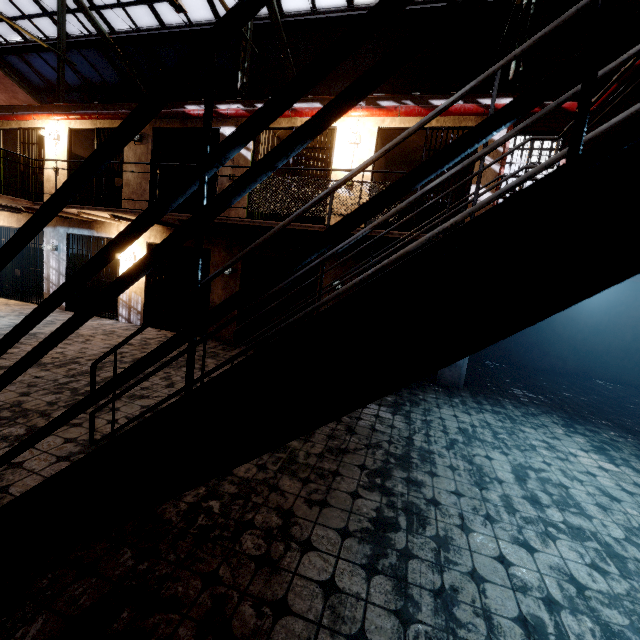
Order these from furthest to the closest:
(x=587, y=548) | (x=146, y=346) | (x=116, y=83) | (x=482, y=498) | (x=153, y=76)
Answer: (x=116, y=83) < (x=153, y=76) < (x=146, y=346) < (x=482, y=498) < (x=587, y=548)

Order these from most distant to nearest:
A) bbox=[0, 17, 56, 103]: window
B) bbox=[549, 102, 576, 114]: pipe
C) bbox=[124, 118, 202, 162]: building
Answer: bbox=[0, 17, 56, 103]: window → bbox=[124, 118, 202, 162]: building → bbox=[549, 102, 576, 114]: pipe

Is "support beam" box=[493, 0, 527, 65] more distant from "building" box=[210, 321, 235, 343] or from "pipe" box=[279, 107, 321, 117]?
"building" box=[210, 321, 235, 343]

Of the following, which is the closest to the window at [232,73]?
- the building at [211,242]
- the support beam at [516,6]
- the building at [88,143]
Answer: the support beam at [516,6]

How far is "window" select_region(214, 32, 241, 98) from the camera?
→ 10.16m

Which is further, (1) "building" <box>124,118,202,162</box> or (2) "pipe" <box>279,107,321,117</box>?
(1) "building" <box>124,118,202,162</box>

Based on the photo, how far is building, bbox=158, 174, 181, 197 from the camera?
9.2m

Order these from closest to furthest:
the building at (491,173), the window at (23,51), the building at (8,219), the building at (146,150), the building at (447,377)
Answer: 1. the building at (491,173)
2. the building at (447,377)
3. the building at (146,150)
4. the building at (8,219)
5. the window at (23,51)
